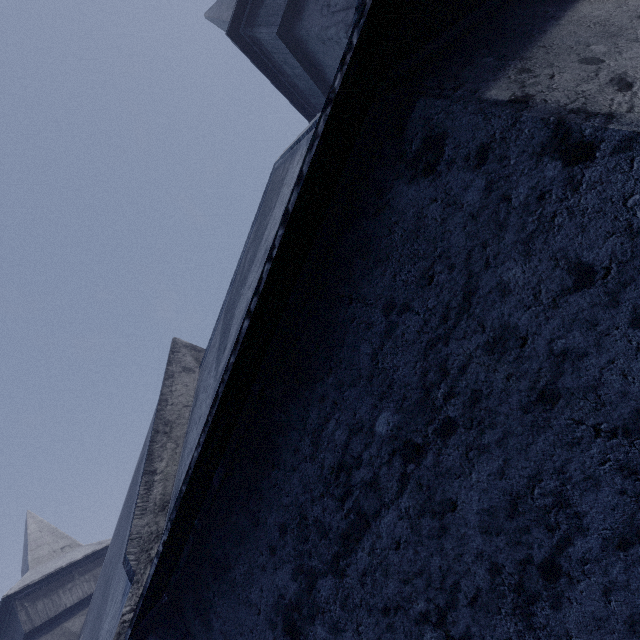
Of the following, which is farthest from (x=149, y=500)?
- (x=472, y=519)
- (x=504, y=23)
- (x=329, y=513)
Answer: (x=504, y=23)
